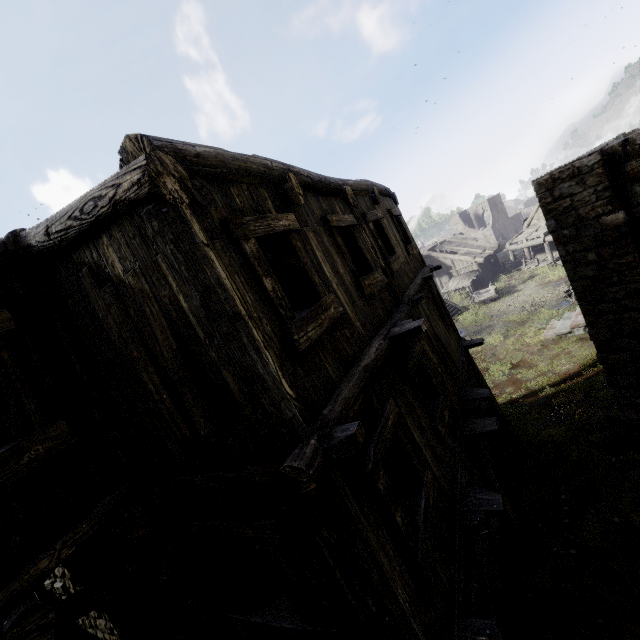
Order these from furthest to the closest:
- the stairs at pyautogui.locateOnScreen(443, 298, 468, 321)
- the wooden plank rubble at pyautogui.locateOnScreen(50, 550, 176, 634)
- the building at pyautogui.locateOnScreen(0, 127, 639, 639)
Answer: the stairs at pyautogui.locateOnScreen(443, 298, 468, 321) < the wooden plank rubble at pyautogui.locateOnScreen(50, 550, 176, 634) < the building at pyautogui.locateOnScreen(0, 127, 639, 639)

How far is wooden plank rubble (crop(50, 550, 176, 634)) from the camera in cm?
353

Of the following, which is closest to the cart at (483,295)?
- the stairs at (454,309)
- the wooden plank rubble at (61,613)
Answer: the stairs at (454,309)

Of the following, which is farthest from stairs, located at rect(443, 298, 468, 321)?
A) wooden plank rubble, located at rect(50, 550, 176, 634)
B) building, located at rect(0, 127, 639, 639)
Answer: wooden plank rubble, located at rect(50, 550, 176, 634)

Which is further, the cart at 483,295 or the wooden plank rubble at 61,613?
the cart at 483,295

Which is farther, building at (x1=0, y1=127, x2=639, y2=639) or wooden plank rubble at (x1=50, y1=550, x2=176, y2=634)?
wooden plank rubble at (x1=50, y1=550, x2=176, y2=634)

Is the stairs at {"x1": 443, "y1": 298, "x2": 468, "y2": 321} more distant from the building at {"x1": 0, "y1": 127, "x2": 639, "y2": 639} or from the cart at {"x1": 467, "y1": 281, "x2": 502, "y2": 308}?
the building at {"x1": 0, "y1": 127, "x2": 639, "y2": 639}

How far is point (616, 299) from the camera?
7.5 meters
